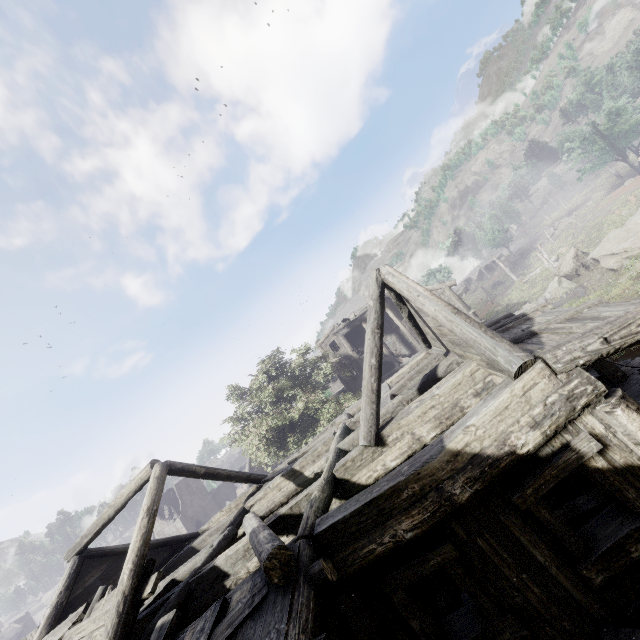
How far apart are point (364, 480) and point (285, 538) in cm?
233
